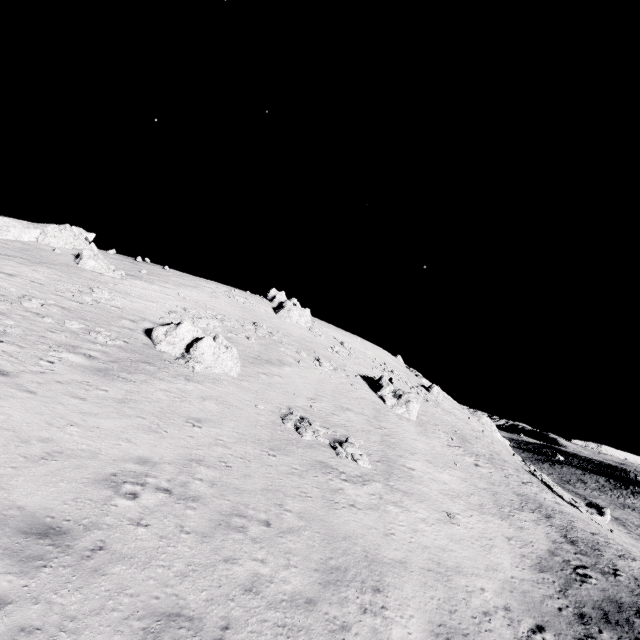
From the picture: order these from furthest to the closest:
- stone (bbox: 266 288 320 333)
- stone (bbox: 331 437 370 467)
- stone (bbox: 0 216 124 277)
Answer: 1. stone (bbox: 266 288 320 333)
2. stone (bbox: 0 216 124 277)
3. stone (bbox: 331 437 370 467)

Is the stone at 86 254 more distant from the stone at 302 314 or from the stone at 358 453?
the stone at 358 453

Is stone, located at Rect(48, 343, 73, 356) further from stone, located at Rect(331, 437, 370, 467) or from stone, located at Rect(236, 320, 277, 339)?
stone, located at Rect(236, 320, 277, 339)

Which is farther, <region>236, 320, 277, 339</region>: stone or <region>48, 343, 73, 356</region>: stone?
<region>236, 320, 277, 339</region>: stone

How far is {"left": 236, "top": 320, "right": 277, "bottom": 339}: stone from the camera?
38.4m

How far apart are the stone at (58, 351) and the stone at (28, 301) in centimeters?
586cm

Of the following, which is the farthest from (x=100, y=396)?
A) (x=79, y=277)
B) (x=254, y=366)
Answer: (x=79, y=277)

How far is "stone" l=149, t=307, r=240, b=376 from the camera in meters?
24.2
